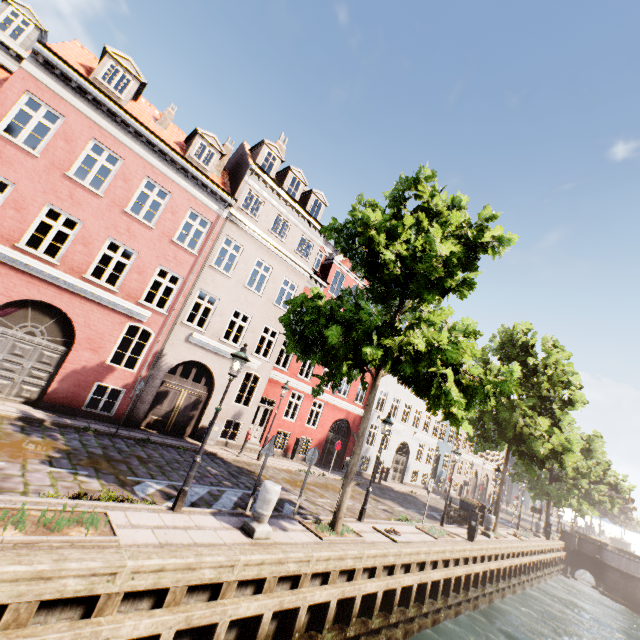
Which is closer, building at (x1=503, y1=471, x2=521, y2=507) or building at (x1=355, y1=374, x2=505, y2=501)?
building at (x1=355, y1=374, x2=505, y2=501)

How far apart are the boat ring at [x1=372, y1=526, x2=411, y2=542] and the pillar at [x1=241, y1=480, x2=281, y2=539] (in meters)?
5.24

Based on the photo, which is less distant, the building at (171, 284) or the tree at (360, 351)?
the tree at (360, 351)

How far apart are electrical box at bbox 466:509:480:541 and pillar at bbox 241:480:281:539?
12.0m

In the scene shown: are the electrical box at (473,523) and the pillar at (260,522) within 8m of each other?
no

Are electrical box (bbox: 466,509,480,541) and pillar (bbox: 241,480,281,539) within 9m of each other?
no

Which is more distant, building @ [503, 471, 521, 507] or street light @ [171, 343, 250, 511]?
building @ [503, 471, 521, 507]

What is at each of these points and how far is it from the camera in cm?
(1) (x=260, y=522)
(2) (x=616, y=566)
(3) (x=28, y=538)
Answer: (1) pillar, 713
(2) bridge, 2442
(3) tree planter, 436
